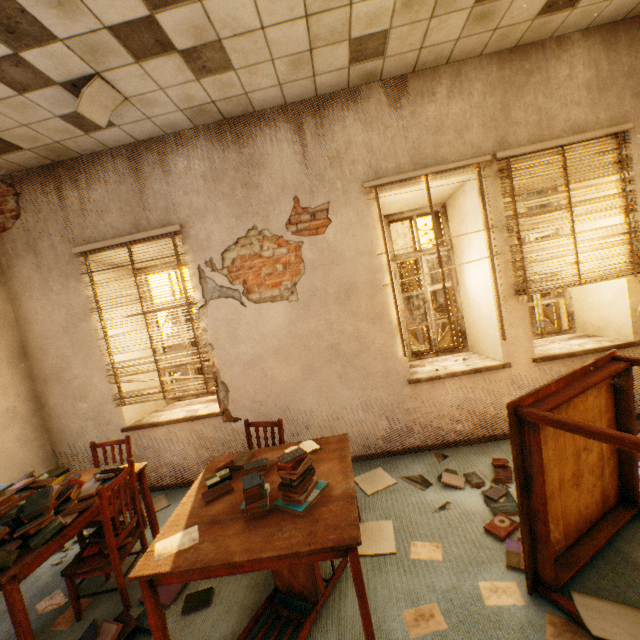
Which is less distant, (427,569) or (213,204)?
(427,569)

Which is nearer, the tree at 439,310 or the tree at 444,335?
the tree at 439,310

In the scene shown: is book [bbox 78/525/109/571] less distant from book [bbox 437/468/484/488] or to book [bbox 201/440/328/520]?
book [bbox 201/440/328/520]

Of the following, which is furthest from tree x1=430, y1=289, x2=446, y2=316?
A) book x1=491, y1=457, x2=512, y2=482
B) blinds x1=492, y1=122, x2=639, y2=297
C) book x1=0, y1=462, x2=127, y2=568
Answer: book x1=0, y1=462, x2=127, y2=568

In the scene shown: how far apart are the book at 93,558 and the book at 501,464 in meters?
3.2

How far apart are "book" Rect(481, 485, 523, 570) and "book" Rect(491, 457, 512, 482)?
0.12m

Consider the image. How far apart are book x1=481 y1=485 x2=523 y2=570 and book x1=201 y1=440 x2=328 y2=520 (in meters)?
1.35

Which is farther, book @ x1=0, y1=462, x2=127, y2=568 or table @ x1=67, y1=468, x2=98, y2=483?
table @ x1=67, y1=468, x2=98, y2=483
